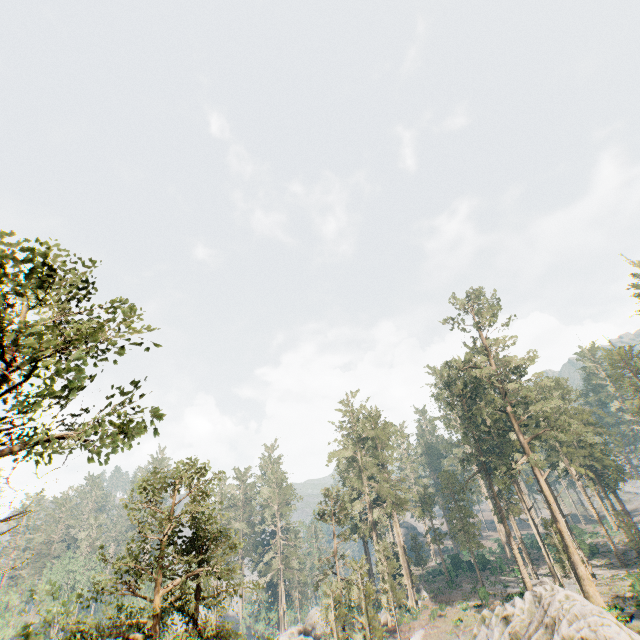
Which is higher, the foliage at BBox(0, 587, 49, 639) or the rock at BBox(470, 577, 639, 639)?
the foliage at BBox(0, 587, 49, 639)

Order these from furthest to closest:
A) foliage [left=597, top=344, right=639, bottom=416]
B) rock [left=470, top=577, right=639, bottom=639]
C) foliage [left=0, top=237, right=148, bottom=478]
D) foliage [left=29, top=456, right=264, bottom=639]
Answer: foliage [left=597, top=344, right=639, bottom=416] → rock [left=470, top=577, right=639, bottom=639] → foliage [left=29, top=456, right=264, bottom=639] → foliage [left=0, top=237, right=148, bottom=478]

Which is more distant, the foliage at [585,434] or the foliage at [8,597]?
the foliage at [585,434]

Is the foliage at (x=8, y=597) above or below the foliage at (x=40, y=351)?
below

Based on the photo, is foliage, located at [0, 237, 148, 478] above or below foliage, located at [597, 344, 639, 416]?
below

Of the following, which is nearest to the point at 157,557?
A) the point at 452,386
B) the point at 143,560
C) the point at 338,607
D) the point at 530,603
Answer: the point at 143,560
